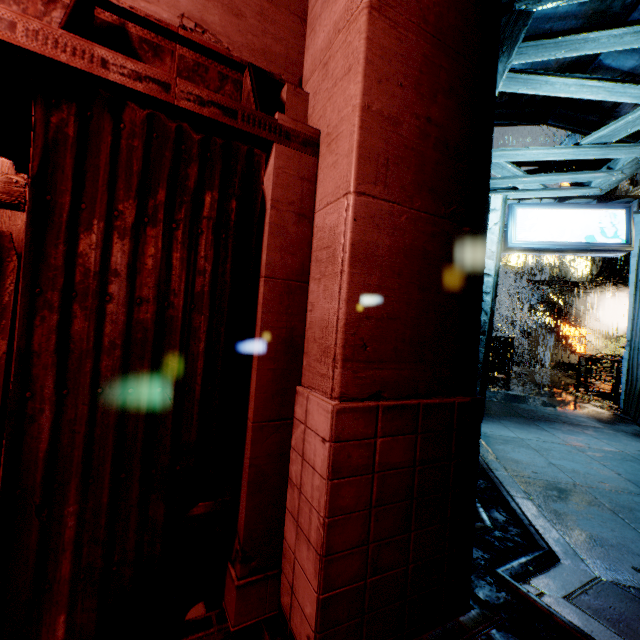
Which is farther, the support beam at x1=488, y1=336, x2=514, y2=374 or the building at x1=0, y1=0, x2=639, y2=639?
the support beam at x1=488, y1=336, x2=514, y2=374

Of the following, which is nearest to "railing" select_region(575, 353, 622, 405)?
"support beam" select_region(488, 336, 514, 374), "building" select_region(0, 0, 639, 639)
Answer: "building" select_region(0, 0, 639, 639)

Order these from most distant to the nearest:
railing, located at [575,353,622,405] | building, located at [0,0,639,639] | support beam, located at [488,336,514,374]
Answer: support beam, located at [488,336,514,374], railing, located at [575,353,622,405], building, located at [0,0,639,639]

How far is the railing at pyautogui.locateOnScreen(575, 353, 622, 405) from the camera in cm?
1071

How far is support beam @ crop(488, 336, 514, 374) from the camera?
19.73m

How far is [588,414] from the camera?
9.16m

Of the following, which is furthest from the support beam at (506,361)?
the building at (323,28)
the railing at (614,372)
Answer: the railing at (614,372)

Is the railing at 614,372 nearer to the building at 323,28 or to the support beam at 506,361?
the building at 323,28
